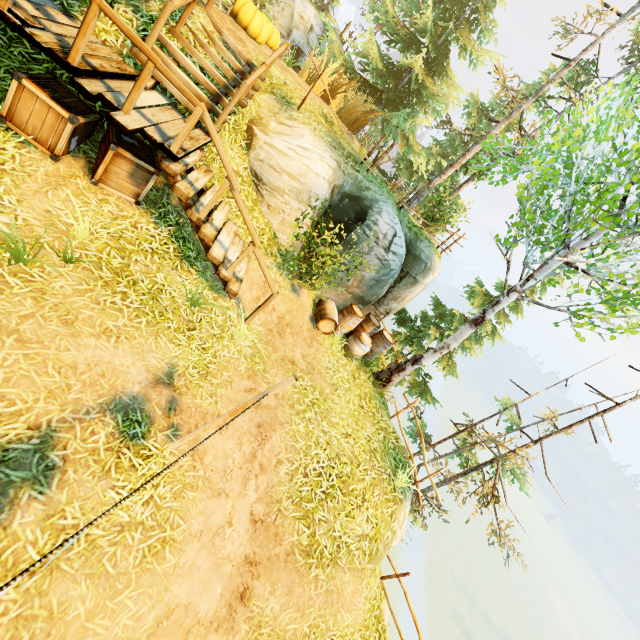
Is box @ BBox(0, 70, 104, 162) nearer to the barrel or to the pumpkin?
the pumpkin

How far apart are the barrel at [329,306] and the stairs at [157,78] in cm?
571

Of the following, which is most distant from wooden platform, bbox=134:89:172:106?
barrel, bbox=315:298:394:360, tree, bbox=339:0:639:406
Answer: tree, bbox=339:0:639:406

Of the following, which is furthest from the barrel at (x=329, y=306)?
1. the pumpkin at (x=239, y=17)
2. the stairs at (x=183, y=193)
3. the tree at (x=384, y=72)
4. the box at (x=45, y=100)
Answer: the pumpkin at (x=239, y=17)

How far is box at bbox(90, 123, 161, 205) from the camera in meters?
5.3

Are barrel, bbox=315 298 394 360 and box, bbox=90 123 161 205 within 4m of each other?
no

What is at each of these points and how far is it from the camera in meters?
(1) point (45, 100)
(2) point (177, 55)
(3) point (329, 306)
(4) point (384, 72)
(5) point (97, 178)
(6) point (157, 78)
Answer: (1) box, 4.6 m
(2) stairs, 6.3 m
(3) barrel, 9.6 m
(4) tree, 16.7 m
(5) box, 5.4 m
(6) stairs, 6.0 m

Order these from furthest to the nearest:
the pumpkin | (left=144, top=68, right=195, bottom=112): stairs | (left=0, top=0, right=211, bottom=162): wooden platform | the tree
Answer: the pumpkin, the tree, (left=144, top=68, right=195, bottom=112): stairs, (left=0, top=0, right=211, bottom=162): wooden platform
